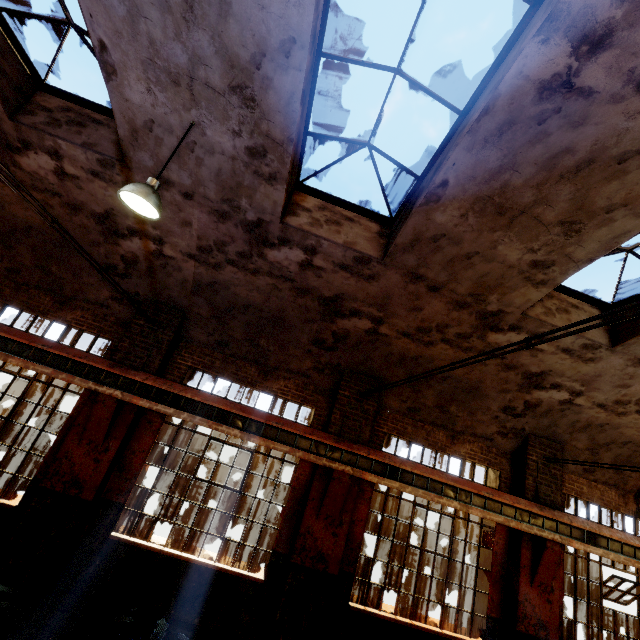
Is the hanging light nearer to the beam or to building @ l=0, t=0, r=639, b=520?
building @ l=0, t=0, r=639, b=520

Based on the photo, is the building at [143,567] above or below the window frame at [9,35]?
below

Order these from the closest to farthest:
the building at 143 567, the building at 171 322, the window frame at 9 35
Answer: the building at 171 322 < the window frame at 9 35 < the building at 143 567

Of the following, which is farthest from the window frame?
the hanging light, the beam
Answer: the beam

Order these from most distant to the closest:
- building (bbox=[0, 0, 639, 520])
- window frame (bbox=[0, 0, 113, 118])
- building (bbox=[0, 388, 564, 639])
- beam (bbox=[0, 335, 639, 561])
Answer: beam (bbox=[0, 335, 639, 561]) → building (bbox=[0, 388, 564, 639]) → window frame (bbox=[0, 0, 113, 118]) → building (bbox=[0, 0, 639, 520])

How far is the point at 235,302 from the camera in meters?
7.3 m

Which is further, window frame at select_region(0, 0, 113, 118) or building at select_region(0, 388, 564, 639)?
building at select_region(0, 388, 564, 639)
